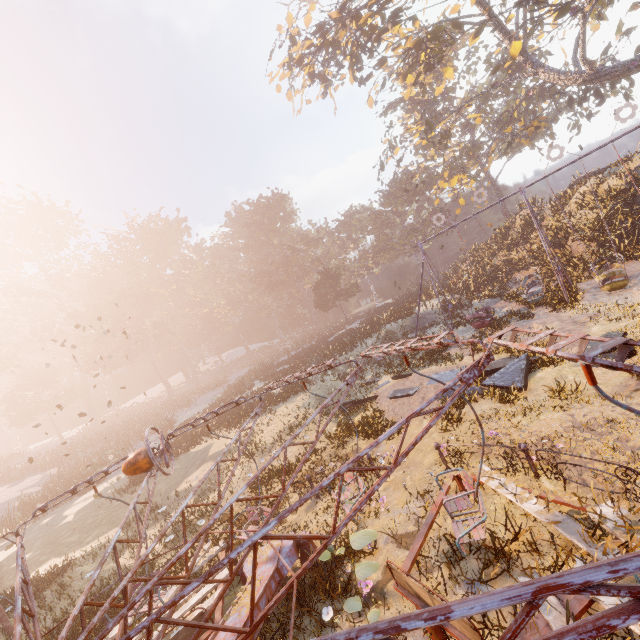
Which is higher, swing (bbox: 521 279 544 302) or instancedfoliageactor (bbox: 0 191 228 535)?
instancedfoliageactor (bbox: 0 191 228 535)

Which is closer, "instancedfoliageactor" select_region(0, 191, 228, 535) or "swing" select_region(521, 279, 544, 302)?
"swing" select_region(521, 279, 544, 302)

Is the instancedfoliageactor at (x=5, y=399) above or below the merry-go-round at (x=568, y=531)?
above

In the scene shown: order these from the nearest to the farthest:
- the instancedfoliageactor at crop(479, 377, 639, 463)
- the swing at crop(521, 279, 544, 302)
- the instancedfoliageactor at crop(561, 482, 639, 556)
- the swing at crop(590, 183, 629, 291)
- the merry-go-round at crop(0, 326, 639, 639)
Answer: the merry-go-round at crop(0, 326, 639, 639)
the instancedfoliageactor at crop(561, 482, 639, 556)
the instancedfoliageactor at crop(479, 377, 639, 463)
the swing at crop(590, 183, 629, 291)
the swing at crop(521, 279, 544, 302)

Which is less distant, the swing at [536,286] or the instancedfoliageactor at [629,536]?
the instancedfoliageactor at [629,536]

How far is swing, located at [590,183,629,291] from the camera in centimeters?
1400cm

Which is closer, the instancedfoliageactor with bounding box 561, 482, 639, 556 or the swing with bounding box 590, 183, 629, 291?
the instancedfoliageactor with bounding box 561, 482, 639, 556

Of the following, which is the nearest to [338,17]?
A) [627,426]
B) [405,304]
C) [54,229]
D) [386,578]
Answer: [405,304]
